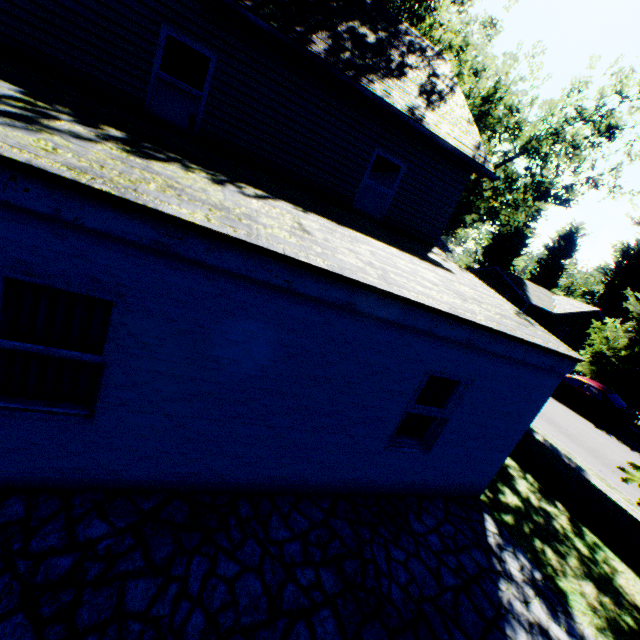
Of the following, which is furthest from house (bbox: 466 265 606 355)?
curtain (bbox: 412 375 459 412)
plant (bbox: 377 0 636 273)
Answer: curtain (bbox: 412 375 459 412)

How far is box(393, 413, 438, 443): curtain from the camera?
5.5 meters

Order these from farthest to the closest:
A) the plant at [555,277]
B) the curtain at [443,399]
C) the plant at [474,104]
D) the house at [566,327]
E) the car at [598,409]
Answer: the plant at [555,277] → the house at [566,327] → the car at [598,409] → the plant at [474,104] → the curtain at [443,399]

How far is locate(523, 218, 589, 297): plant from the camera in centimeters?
4638cm

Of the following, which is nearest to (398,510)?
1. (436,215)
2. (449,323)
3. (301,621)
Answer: (301,621)

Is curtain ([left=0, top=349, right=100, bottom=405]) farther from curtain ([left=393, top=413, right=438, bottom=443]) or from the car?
the car

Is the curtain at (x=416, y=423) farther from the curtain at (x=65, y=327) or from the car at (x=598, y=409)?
the car at (x=598, y=409)

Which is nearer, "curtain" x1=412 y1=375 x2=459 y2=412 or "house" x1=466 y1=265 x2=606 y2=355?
"curtain" x1=412 y1=375 x2=459 y2=412
